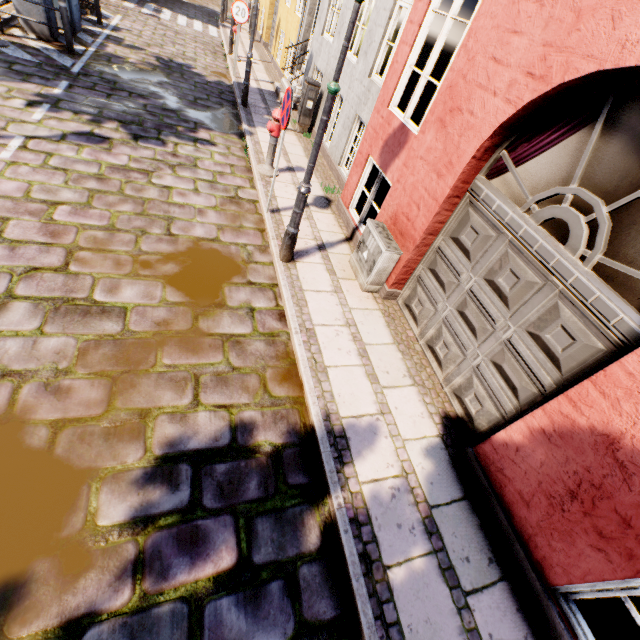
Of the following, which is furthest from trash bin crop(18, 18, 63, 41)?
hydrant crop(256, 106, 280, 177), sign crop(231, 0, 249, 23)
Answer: hydrant crop(256, 106, 280, 177)

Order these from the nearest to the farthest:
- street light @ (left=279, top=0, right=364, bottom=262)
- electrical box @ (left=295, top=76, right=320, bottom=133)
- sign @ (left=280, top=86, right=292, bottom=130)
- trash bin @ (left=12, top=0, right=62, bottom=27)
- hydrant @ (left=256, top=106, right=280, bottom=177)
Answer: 1. street light @ (left=279, top=0, right=364, bottom=262)
2. sign @ (left=280, top=86, right=292, bottom=130)
3. hydrant @ (left=256, top=106, right=280, bottom=177)
4. trash bin @ (left=12, top=0, right=62, bottom=27)
5. electrical box @ (left=295, top=76, right=320, bottom=133)

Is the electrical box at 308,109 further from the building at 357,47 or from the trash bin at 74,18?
the building at 357,47

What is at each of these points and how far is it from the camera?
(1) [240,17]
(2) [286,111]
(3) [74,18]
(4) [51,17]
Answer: (1) sign, 9.94m
(2) sign, 4.60m
(3) trash bin, 9.00m
(4) trash bin, 8.13m

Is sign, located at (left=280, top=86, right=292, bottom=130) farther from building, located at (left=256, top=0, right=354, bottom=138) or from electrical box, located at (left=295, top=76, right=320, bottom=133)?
building, located at (left=256, top=0, right=354, bottom=138)

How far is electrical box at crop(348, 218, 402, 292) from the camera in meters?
4.7

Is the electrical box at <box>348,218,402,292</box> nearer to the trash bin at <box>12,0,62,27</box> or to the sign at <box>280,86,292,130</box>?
the sign at <box>280,86,292,130</box>

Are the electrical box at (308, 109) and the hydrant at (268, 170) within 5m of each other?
yes
